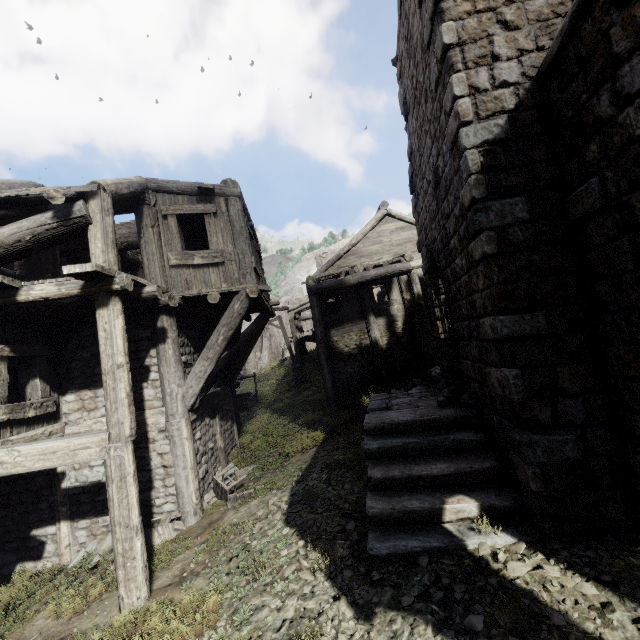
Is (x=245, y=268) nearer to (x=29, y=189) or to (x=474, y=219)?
(x=29, y=189)

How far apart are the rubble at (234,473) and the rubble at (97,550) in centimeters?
101cm

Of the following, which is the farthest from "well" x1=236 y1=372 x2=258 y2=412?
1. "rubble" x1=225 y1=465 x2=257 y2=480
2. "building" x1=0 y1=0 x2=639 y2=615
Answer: "rubble" x1=225 y1=465 x2=257 y2=480

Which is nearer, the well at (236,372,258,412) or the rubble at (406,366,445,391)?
the rubble at (406,366,445,391)

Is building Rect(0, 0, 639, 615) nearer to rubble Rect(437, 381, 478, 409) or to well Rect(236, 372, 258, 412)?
rubble Rect(437, 381, 478, 409)

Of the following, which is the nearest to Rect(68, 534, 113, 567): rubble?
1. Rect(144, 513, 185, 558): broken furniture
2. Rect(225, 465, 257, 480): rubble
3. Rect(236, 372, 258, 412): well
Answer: Rect(144, 513, 185, 558): broken furniture

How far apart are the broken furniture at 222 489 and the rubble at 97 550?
1.22m

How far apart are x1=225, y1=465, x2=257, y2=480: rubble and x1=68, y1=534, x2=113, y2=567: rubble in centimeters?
101cm
